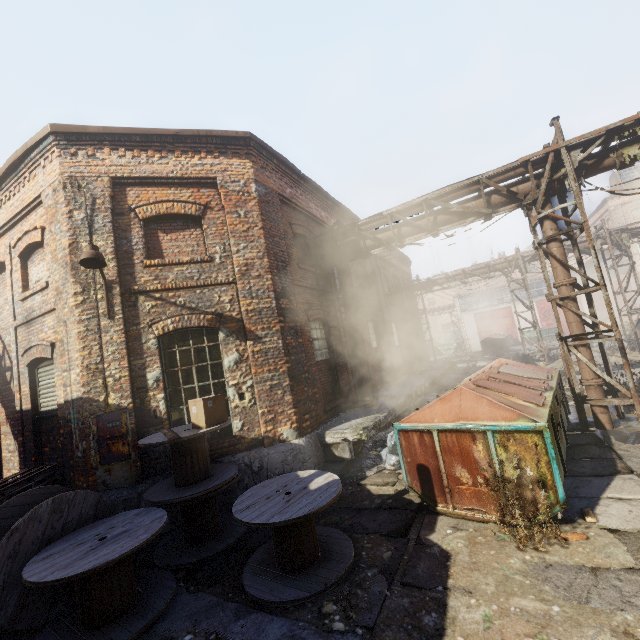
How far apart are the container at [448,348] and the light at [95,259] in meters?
40.0 m

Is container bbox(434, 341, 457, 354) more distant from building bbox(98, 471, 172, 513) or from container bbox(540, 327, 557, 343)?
building bbox(98, 471, 172, 513)

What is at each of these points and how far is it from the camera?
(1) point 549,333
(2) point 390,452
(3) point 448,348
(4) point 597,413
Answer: (1) container, 30.3 meters
(2) trash bag, 7.4 meters
(3) container, 41.2 meters
(4) pipe, 7.2 meters

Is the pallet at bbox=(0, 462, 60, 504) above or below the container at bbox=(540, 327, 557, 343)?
above

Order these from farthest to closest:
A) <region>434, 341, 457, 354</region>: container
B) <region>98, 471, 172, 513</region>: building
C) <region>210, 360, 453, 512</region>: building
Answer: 1. <region>434, 341, 457, 354</region>: container
2. <region>210, 360, 453, 512</region>: building
3. <region>98, 471, 172, 513</region>: building

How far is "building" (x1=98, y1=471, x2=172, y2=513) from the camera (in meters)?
6.05

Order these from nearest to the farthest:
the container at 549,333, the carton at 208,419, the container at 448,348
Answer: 1. the carton at 208,419
2. the container at 549,333
3. the container at 448,348

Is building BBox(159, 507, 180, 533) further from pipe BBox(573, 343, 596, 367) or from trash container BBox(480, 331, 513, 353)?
trash container BBox(480, 331, 513, 353)
